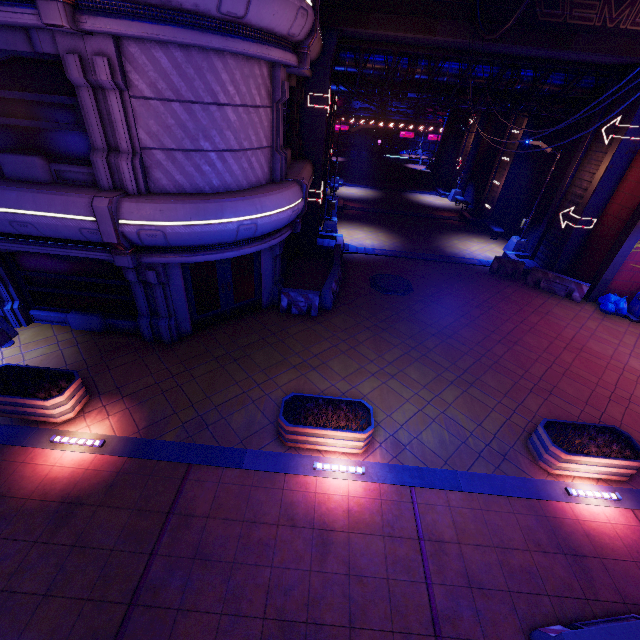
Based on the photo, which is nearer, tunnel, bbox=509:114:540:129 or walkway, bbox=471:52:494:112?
walkway, bbox=471:52:494:112

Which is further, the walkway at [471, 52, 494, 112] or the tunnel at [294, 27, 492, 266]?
the walkway at [471, 52, 494, 112]

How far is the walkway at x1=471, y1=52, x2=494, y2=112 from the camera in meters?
14.6 m

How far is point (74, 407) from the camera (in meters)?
7.91

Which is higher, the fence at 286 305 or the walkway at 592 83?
the walkway at 592 83

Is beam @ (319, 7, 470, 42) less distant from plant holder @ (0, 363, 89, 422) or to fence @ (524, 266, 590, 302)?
fence @ (524, 266, 590, 302)

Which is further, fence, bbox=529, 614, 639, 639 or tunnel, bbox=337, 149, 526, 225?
tunnel, bbox=337, 149, 526, 225

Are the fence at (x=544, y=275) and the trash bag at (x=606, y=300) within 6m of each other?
yes
